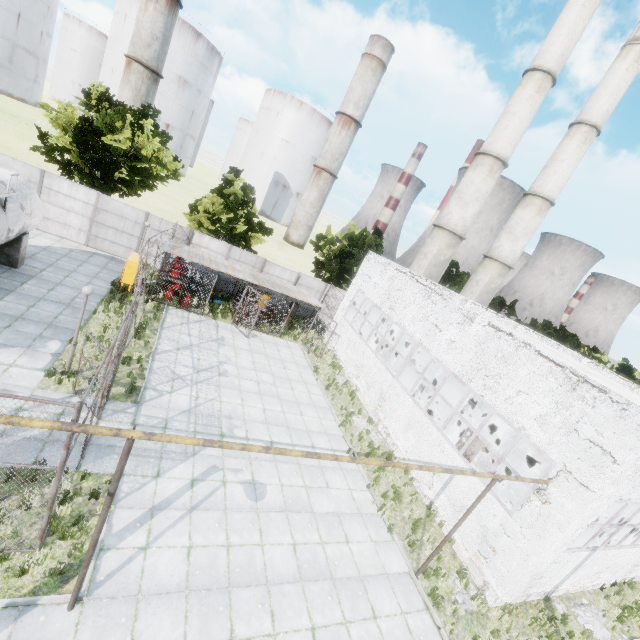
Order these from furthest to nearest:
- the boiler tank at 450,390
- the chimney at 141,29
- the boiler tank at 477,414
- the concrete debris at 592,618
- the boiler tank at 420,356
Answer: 1. the chimney at 141,29
2. the boiler tank at 420,356
3. the boiler tank at 450,390
4. the boiler tank at 477,414
5. the concrete debris at 592,618

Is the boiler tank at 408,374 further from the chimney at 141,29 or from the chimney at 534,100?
the chimney at 141,29

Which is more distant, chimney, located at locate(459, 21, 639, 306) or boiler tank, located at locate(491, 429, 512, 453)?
chimney, located at locate(459, 21, 639, 306)

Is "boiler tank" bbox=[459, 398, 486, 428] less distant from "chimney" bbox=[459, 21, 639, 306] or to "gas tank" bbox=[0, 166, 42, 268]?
"chimney" bbox=[459, 21, 639, 306]

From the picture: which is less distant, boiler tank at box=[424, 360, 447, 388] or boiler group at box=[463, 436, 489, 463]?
boiler group at box=[463, 436, 489, 463]

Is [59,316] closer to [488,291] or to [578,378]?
[578,378]

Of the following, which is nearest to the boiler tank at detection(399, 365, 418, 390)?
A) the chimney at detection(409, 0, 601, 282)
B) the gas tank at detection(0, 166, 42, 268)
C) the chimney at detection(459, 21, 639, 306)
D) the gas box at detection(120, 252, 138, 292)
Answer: the chimney at detection(409, 0, 601, 282)

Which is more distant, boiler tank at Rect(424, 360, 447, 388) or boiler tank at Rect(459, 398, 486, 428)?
boiler tank at Rect(424, 360, 447, 388)
